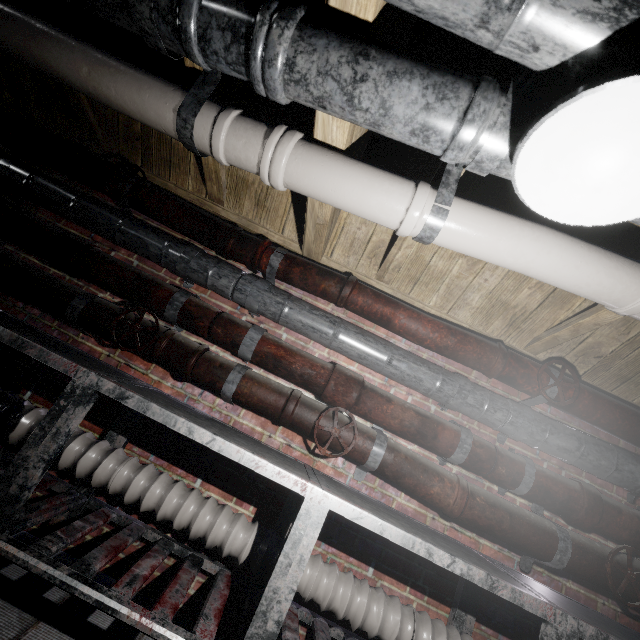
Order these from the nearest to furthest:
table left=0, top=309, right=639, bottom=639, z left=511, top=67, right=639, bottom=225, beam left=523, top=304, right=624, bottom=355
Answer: z left=511, top=67, right=639, bottom=225 < table left=0, top=309, right=639, bottom=639 < beam left=523, top=304, right=624, bottom=355

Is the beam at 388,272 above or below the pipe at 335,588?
above

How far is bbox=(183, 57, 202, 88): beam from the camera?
1.43m

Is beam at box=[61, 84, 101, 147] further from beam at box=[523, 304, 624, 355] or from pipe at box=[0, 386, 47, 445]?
pipe at box=[0, 386, 47, 445]

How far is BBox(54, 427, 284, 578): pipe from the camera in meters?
1.5 m

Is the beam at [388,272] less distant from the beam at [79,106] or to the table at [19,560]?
the beam at [79,106]

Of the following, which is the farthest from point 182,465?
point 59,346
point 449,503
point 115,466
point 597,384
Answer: point 597,384

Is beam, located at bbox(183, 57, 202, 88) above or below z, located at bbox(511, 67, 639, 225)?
above
